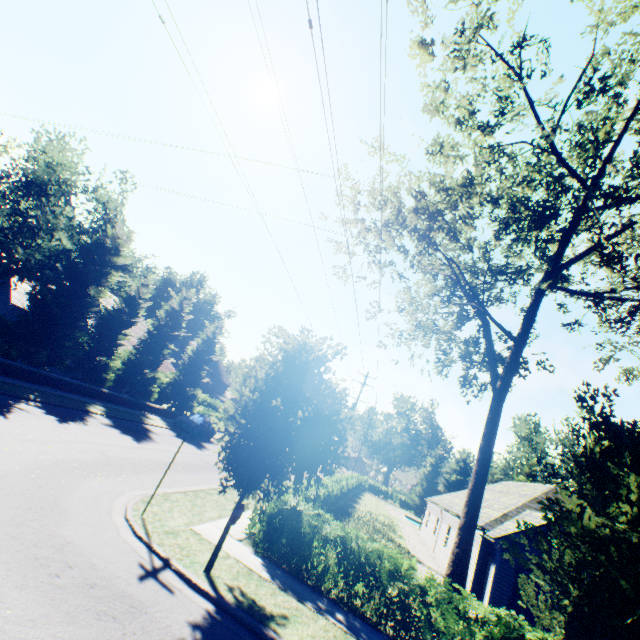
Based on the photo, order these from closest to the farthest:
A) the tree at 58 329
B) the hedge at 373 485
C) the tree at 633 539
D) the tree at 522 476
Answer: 1. the tree at 633 539
2. the tree at 58 329
3. the tree at 522 476
4. the hedge at 373 485

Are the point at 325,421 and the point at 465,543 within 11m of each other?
yes

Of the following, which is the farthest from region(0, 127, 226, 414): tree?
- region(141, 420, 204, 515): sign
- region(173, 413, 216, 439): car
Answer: region(173, 413, 216, 439): car

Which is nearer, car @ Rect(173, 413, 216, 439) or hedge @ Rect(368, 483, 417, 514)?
car @ Rect(173, 413, 216, 439)

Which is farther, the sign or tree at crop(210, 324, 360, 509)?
the sign

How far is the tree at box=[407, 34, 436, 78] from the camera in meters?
12.5 m

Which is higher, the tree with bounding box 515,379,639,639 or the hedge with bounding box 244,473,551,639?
the tree with bounding box 515,379,639,639

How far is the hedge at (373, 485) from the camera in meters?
57.6 m
